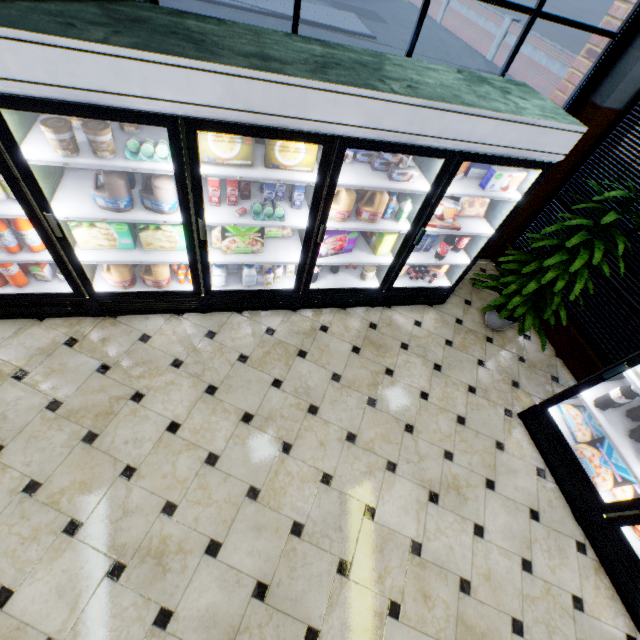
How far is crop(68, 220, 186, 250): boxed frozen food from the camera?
2.63m

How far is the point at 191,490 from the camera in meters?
2.5 m

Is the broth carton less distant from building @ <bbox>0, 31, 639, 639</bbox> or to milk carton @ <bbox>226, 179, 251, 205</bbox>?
building @ <bbox>0, 31, 639, 639</bbox>

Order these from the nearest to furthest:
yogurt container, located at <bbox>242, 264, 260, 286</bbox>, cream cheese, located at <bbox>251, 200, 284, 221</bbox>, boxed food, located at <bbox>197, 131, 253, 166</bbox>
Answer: boxed food, located at <bbox>197, 131, 253, 166</bbox> < cream cheese, located at <bbox>251, 200, 284, 221</bbox> < yogurt container, located at <bbox>242, 264, 260, 286</bbox>

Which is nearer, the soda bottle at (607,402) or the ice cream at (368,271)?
the soda bottle at (607,402)

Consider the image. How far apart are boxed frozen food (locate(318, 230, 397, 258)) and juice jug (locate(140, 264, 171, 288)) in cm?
150

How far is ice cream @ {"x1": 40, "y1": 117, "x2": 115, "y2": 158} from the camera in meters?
2.0 m

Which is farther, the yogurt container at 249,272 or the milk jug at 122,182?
the yogurt container at 249,272
